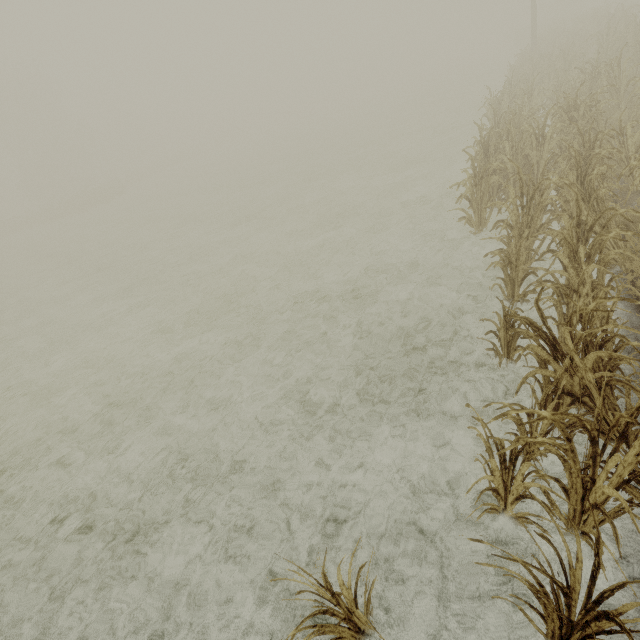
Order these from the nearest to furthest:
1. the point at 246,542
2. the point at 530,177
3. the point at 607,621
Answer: the point at 607,621, the point at 246,542, the point at 530,177
